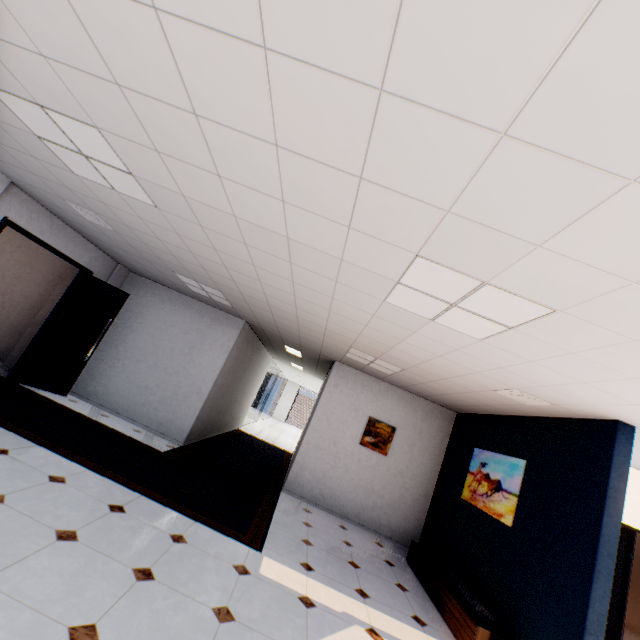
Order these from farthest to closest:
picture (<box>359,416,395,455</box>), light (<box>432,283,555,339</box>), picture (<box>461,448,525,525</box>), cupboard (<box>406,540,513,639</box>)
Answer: picture (<box>359,416,395,455</box>) → picture (<box>461,448,525,525</box>) → cupboard (<box>406,540,513,639</box>) → light (<box>432,283,555,339</box>)

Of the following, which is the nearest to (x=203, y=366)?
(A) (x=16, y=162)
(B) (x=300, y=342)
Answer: (B) (x=300, y=342)

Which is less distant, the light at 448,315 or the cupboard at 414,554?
the light at 448,315

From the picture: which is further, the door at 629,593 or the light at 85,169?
the door at 629,593

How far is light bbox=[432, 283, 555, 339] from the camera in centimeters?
220cm

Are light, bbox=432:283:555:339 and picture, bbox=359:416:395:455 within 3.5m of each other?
no

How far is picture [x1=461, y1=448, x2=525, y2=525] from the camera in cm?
455
